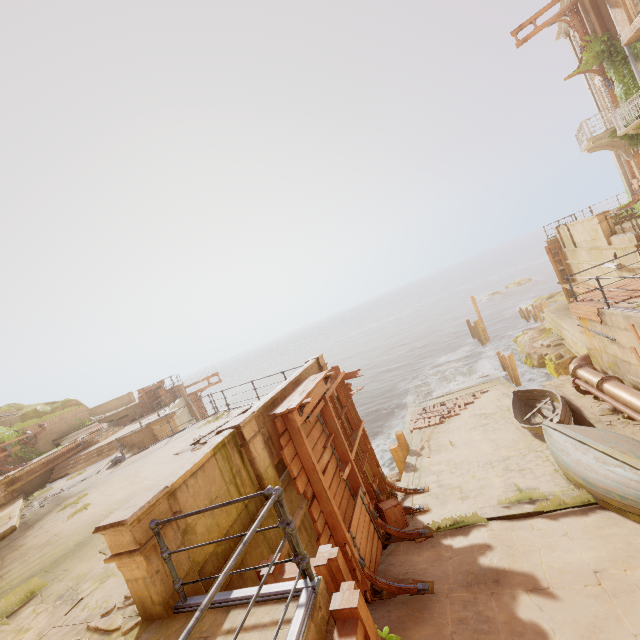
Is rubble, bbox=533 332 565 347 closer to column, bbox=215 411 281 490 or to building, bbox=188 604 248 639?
building, bbox=188 604 248 639

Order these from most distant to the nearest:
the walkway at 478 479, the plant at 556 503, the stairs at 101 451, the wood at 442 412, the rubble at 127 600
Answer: the wood at 442 412, the stairs at 101 451, the walkway at 478 479, the plant at 556 503, the rubble at 127 600

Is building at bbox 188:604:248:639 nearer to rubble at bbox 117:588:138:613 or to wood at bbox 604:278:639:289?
rubble at bbox 117:588:138:613

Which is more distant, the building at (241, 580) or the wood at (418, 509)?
the wood at (418, 509)

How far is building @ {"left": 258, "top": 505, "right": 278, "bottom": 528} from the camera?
5.3 meters

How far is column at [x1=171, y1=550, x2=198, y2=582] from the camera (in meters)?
3.75

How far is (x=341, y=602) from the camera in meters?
2.9

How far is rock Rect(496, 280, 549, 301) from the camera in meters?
56.3 m
